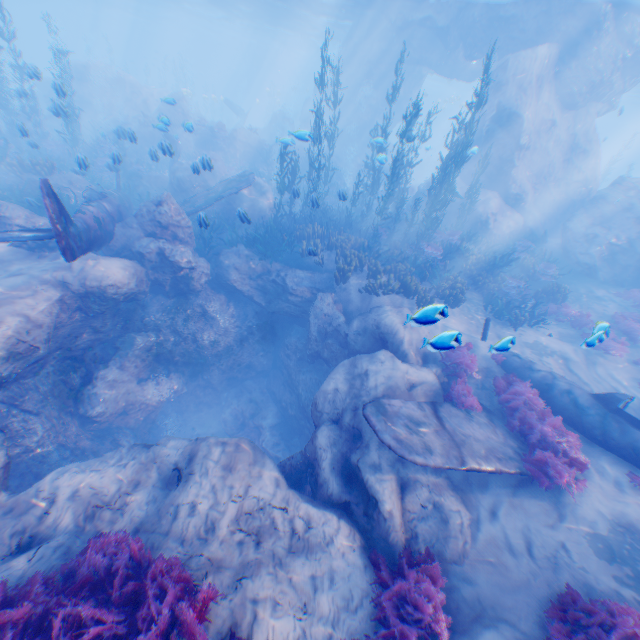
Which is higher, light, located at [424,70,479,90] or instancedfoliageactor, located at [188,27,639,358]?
light, located at [424,70,479,90]

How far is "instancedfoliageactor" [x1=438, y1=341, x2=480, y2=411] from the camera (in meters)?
8.29

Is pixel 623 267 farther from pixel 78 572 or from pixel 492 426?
pixel 78 572

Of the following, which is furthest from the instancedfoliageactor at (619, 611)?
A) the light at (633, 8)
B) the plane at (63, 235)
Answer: the light at (633, 8)

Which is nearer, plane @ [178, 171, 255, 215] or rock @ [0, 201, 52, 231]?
rock @ [0, 201, 52, 231]

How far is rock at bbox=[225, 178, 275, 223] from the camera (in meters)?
16.61

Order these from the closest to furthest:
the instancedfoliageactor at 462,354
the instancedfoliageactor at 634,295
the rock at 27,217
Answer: the instancedfoliageactor at 462,354 → the rock at 27,217 → the instancedfoliageactor at 634,295

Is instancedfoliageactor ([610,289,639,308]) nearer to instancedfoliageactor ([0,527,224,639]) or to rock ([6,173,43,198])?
rock ([6,173,43,198])
